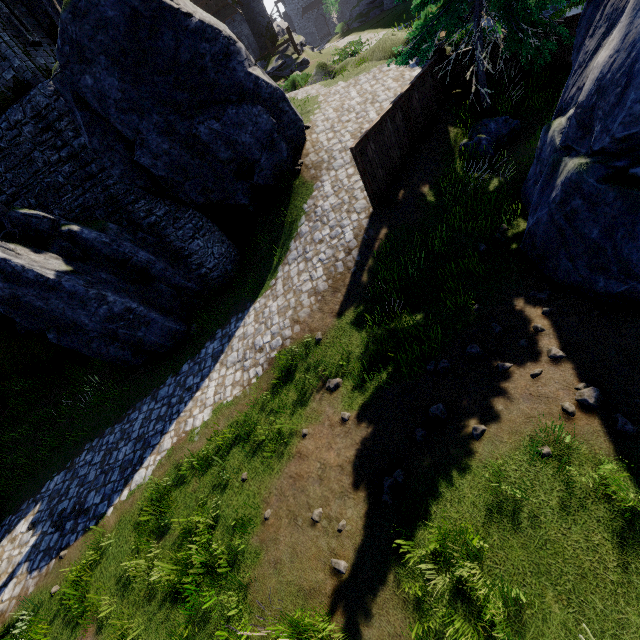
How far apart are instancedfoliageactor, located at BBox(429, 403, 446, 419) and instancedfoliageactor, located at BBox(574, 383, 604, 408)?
2.0 meters

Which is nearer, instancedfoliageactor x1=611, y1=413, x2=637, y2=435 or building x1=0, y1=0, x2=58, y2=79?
instancedfoliageactor x1=611, y1=413, x2=637, y2=435

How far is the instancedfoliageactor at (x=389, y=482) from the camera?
5.39m

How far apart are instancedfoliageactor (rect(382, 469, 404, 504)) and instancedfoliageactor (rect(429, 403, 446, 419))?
1.1m

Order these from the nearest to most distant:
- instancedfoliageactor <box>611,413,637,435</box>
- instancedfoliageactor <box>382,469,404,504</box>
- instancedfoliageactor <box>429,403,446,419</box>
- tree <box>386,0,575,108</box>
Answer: instancedfoliageactor <box>611,413,637,435</box> < instancedfoliageactor <box>382,469,404,504</box> < instancedfoliageactor <box>429,403,446,419</box> < tree <box>386,0,575,108</box>

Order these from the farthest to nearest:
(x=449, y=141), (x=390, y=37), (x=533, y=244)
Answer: (x=390, y=37), (x=449, y=141), (x=533, y=244)

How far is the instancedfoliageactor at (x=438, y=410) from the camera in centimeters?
→ 595cm

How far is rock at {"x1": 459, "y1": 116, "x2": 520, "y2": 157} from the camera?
10.2m
